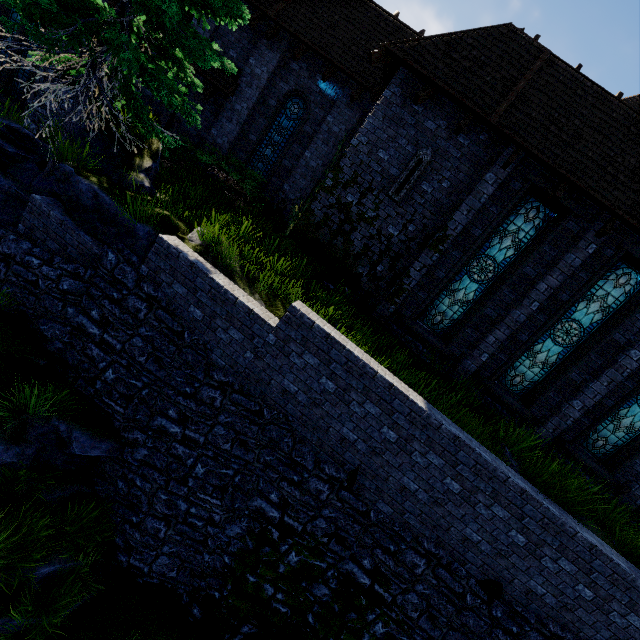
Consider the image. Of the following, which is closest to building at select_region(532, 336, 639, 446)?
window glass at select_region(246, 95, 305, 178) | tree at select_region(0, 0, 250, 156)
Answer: window glass at select_region(246, 95, 305, 178)

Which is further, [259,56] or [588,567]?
[259,56]

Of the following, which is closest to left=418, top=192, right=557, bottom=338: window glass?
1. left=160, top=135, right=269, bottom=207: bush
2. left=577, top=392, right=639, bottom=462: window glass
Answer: left=577, top=392, right=639, bottom=462: window glass

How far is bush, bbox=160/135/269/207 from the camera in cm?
1021

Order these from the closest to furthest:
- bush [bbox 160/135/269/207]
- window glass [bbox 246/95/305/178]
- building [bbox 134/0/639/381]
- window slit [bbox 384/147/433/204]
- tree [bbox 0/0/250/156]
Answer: tree [bbox 0/0/250/156] → building [bbox 134/0/639/381] → window slit [bbox 384/147/433/204] → bush [bbox 160/135/269/207] → window glass [bbox 246/95/305/178]

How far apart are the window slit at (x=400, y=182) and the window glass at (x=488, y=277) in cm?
253

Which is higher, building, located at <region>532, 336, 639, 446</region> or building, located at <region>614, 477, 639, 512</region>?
building, located at <region>532, 336, 639, 446</region>

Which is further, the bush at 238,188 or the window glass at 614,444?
the bush at 238,188
